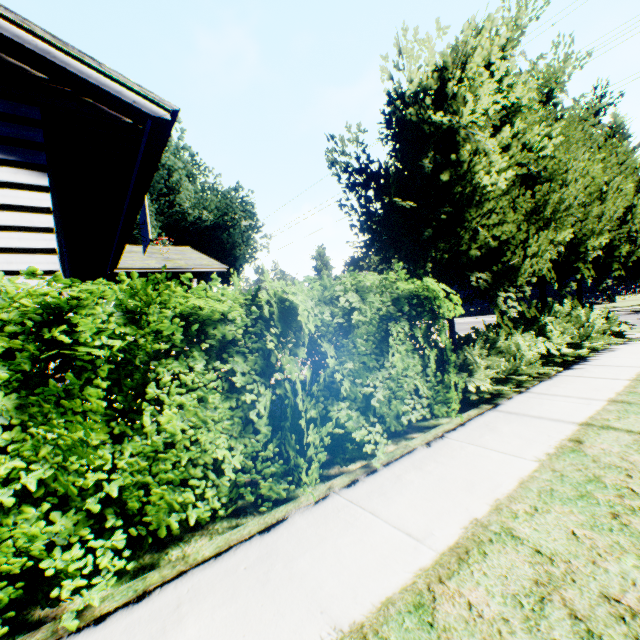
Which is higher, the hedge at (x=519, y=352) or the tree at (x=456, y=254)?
the tree at (x=456, y=254)

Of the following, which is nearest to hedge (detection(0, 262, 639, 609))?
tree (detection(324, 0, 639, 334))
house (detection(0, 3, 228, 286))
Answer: house (detection(0, 3, 228, 286))

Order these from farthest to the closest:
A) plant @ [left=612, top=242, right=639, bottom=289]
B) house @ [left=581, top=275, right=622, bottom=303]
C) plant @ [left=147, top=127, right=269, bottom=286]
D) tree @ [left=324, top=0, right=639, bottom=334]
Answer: plant @ [left=612, top=242, right=639, bottom=289] < house @ [left=581, top=275, right=622, bottom=303] < plant @ [left=147, top=127, right=269, bottom=286] < tree @ [left=324, top=0, right=639, bottom=334]

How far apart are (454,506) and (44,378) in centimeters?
330cm

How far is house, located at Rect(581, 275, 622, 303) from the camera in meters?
28.9 m

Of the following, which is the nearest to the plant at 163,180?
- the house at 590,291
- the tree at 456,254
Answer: the house at 590,291

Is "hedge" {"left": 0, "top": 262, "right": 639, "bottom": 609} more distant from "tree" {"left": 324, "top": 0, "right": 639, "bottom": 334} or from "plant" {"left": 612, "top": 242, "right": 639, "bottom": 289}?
"plant" {"left": 612, "top": 242, "right": 639, "bottom": 289}

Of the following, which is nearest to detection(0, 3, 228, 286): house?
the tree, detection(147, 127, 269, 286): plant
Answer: detection(147, 127, 269, 286): plant
